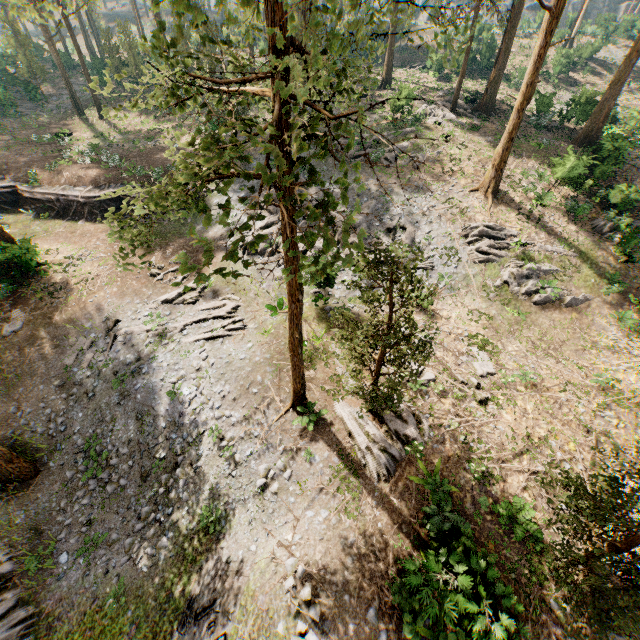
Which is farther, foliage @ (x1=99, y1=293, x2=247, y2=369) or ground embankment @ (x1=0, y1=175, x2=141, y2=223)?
ground embankment @ (x1=0, y1=175, x2=141, y2=223)

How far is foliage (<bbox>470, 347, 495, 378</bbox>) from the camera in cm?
1672

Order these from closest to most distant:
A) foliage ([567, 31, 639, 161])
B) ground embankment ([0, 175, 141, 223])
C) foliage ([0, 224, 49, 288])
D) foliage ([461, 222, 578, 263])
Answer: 1. foliage ([0, 224, 49, 288])
2. foliage ([461, 222, 578, 263])
3. foliage ([567, 31, 639, 161])
4. ground embankment ([0, 175, 141, 223])

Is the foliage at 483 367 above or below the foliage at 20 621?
above

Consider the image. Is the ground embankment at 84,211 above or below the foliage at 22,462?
above

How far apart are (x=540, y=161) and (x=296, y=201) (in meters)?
30.70
